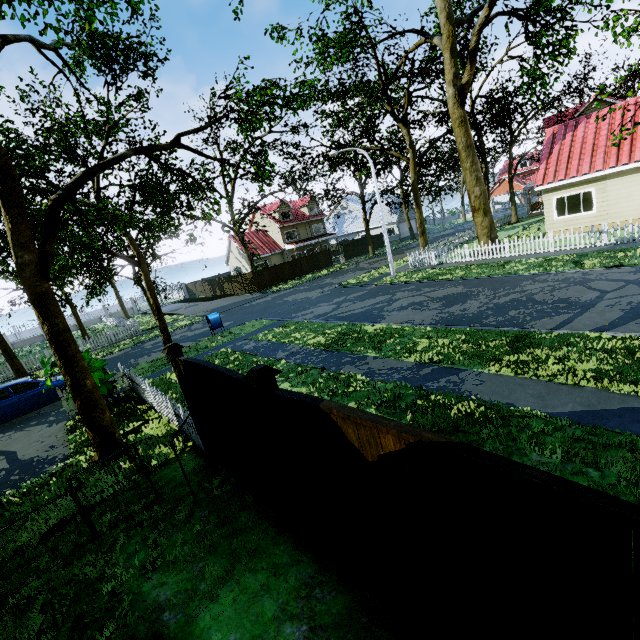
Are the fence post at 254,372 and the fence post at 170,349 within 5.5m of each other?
yes

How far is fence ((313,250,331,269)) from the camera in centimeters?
3888cm

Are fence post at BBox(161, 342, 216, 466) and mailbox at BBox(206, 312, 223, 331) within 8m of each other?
no

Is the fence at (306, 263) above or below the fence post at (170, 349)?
below

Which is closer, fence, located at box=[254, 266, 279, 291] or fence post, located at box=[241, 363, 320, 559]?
fence post, located at box=[241, 363, 320, 559]

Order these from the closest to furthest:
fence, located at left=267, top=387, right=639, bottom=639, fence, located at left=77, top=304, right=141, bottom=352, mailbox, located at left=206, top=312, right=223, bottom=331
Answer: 1. fence, located at left=267, top=387, right=639, bottom=639
2. mailbox, located at left=206, top=312, right=223, bottom=331
3. fence, located at left=77, top=304, right=141, bottom=352

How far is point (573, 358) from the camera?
6.78m
